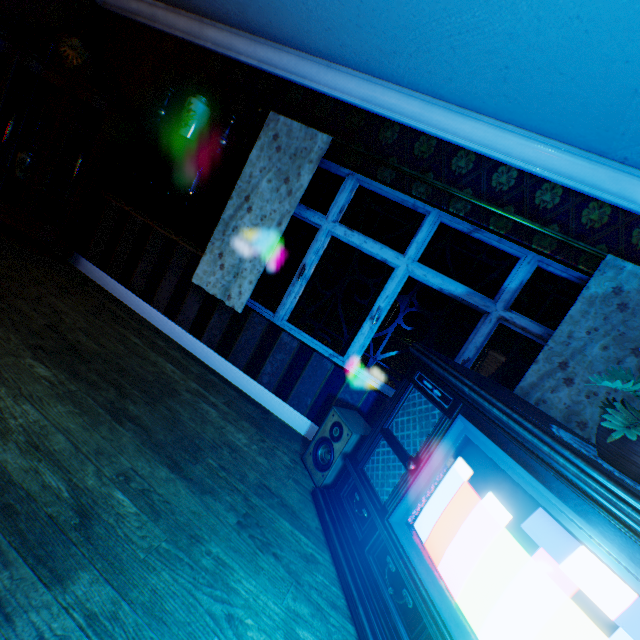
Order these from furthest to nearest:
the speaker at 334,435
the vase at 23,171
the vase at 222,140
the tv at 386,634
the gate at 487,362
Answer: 1. the gate at 487,362
2. the vase at 23,171
3. the vase at 222,140
4. the speaker at 334,435
5. the tv at 386,634

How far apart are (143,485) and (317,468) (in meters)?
1.31

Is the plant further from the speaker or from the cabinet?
the cabinet

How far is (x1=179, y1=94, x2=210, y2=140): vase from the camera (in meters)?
3.21

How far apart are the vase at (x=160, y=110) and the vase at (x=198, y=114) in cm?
41

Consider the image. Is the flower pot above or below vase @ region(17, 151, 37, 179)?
above

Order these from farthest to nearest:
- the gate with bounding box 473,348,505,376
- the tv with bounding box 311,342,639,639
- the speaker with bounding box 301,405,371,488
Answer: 1. the gate with bounding box 473,348,505,376
2. the speaker with bounding box 301,405,371,488
3. the tv with bounding box 311,342,639,639

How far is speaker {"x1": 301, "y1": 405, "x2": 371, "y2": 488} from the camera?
2.5 meters
